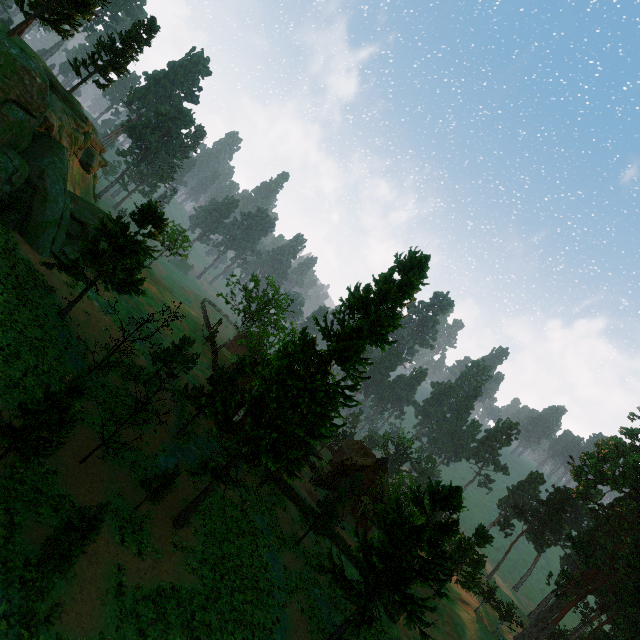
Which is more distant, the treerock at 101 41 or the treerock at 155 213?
the treerock at 101 41

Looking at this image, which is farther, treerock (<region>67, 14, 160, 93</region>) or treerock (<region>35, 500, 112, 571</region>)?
treerock (<region>67, 14, 160, 93</region>)

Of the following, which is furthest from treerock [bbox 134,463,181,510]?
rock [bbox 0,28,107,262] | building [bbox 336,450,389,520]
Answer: rock [bbox 0,28,107,262]

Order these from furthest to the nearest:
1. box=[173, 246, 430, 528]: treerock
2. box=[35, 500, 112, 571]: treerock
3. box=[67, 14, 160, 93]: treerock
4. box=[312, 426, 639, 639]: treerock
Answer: box=[67, 14, 160, 93]: treerock → box=[312, 426, 639, 639]: treerock → box=[173, 246, 430, 528]: treerock → box=[35, 500, 112, 571]: treerock

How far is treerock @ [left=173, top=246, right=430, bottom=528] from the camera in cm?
1969

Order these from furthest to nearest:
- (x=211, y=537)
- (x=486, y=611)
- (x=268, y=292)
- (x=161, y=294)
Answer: (x=161, y=294)
(x=268, y=292)
(x=486, y=611)
(x=211, y=537)

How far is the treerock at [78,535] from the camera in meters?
13.2
